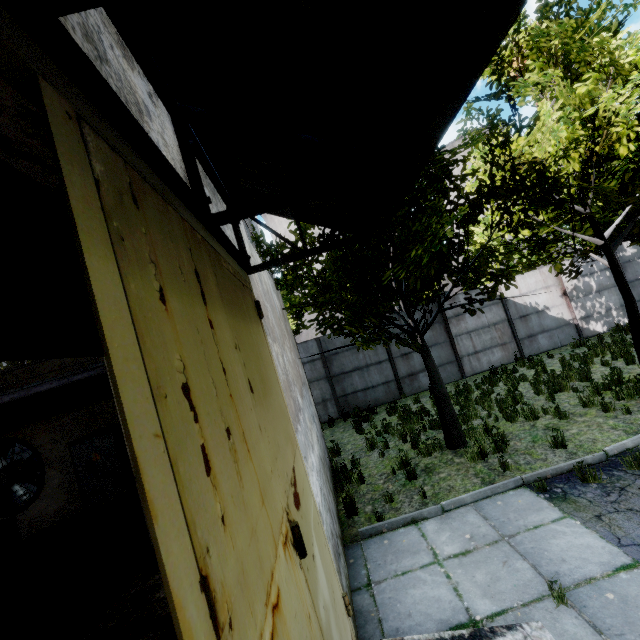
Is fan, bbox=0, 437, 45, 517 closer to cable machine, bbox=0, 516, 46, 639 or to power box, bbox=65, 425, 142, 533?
power box, bbox=65, 425, 142, 533

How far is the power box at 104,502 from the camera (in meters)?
8.66

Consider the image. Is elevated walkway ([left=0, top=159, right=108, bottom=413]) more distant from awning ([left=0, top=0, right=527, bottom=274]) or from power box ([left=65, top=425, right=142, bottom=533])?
power box ([left=65, top=425, right=142, bottom=533])

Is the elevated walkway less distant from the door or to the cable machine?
the door

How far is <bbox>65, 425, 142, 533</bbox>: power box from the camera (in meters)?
8.66

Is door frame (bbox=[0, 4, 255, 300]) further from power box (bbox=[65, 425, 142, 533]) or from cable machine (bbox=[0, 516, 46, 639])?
power box (bbox=[65, 425, 142, 533])

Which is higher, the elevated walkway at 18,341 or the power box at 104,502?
the elevated walkway at 18,341

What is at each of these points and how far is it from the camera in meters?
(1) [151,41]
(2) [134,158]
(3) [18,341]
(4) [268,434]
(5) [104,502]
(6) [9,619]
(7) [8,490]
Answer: (1) awning, 1.8
(2) door frame, 1.3
(3) elevated walkway, 3.4
(4) door, 2.2
(5) power box, 8.7
(6) cable machine, 4.9
(7) fan, 9.1
